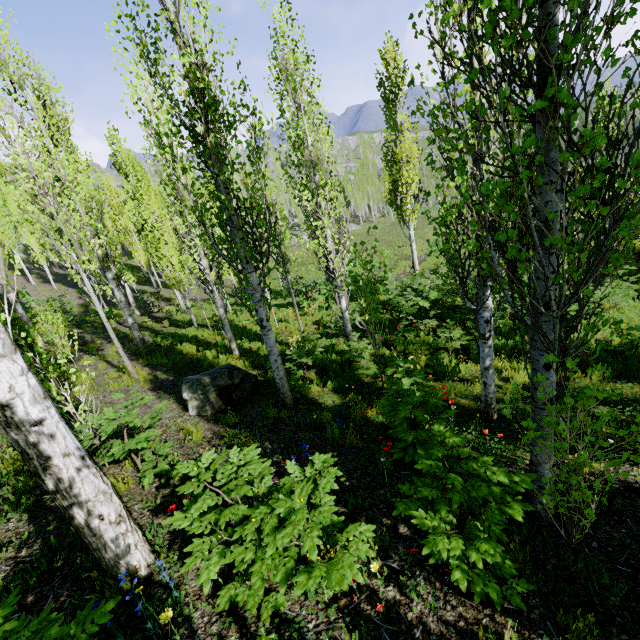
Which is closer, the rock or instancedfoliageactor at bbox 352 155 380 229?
the rock

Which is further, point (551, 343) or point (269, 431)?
point (269, 431)

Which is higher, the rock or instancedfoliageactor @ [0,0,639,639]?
instancedfoliageactor @ [0,0,639,639]

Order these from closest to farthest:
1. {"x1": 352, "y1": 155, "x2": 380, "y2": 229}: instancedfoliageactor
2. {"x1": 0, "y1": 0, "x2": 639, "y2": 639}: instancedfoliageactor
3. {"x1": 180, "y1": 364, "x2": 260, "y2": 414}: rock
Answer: {"x1": 0, "y1": 0, "x2": 639, "y2": 639}: instancedfoliageactor, {"x1": 180, "y1": 364, "x2": 260, "y2": 414}: rock, {"x1": 352, "y1": 155, "x2": 380, "y2": 229}: instancedfoliageactor

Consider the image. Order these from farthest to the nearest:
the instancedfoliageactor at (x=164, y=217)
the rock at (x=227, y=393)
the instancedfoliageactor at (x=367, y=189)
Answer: the instancedfoliageactor at (x=367, y=189) < the rock at (x=227, y=393) < the instancedfoliageactor at (x=164, y=217)

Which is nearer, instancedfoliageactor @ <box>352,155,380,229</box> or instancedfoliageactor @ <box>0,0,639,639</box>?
instancedfoliageactor @ <box>0,0,639,639</box>

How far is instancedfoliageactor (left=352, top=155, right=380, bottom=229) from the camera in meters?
54.9 m

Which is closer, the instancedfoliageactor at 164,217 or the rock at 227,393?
the instancedfoliageactor at 164,217
